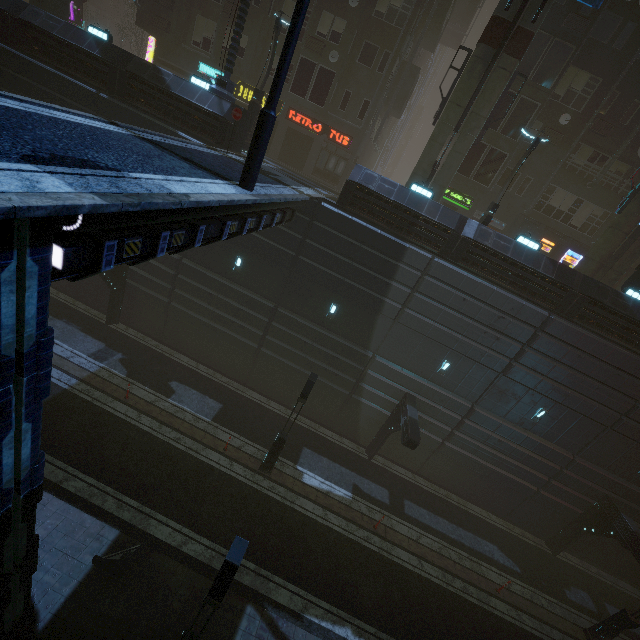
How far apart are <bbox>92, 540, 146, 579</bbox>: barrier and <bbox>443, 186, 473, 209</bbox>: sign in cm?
2584

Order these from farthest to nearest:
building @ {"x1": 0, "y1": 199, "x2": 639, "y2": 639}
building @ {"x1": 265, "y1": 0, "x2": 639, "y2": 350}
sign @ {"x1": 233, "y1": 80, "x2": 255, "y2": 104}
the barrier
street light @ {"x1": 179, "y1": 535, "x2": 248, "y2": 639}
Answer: sign @ {"x1": 233, "y1": 80, "x2": 255, "y2": 104} → building @ {"x1": 265, "y1": 0, "x2": 639, "y2": 350} → the barrier → street light @ {"x1": 179, "y1": 535, "x2": 248, "y2": 639} → building @ {"x1": 0, "y1": 199, "x2": 639, "y2": 639}

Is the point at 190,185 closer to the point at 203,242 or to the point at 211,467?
the point at 203,242

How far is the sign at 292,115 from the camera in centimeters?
2384cm

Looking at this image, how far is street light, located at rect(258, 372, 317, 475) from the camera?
13.7 meters

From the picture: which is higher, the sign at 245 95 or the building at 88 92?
the sign at 245 95

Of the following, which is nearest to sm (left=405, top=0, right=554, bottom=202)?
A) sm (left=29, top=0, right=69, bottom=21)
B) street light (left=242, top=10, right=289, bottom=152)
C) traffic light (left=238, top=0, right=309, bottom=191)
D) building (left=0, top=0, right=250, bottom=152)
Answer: building (left=0, top=0, right=250, bottom=152)

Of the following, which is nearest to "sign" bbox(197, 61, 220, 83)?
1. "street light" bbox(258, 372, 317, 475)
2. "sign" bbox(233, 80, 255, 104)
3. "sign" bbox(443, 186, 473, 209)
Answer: "sign" bbox(233, 80, 255, 104)
